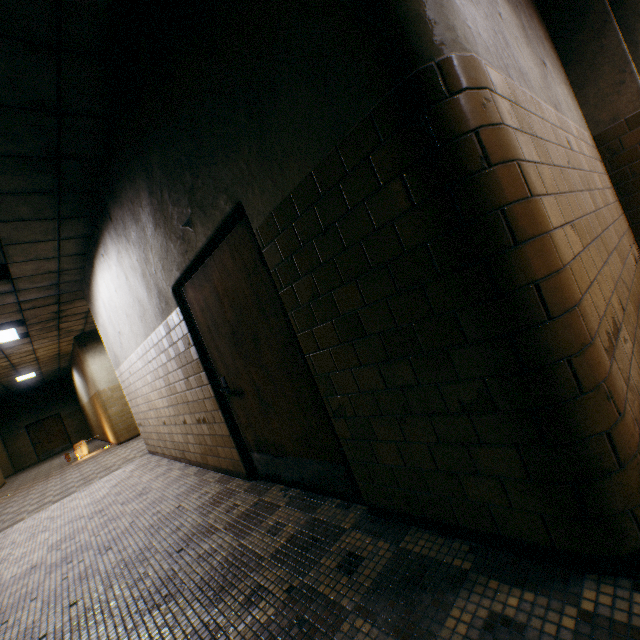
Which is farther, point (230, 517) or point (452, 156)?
point (230, 517)

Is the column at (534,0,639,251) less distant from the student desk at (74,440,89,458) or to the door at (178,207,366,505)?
the door at (178,207,366,505)

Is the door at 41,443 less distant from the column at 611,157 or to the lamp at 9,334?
the lamp at 9,334

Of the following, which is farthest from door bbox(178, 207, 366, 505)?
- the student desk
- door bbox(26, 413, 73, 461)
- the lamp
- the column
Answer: door bbox(26, 413, 73, 461)

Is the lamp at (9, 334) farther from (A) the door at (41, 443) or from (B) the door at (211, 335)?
(A) the door at (41, 443)

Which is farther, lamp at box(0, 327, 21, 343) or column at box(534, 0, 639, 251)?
lamp at box(0, 327, 21, 343)

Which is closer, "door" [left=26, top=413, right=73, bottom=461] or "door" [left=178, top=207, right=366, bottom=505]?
"door" [left=178, top=207, right=366, bottom=505]

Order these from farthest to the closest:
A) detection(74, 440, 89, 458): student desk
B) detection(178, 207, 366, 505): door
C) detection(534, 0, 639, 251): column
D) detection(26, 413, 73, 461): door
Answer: detection(26, 413, 73, 461): door → detection(74, 440, 89, 458): student desk → detection(534, 0, 639, 251): column → detection(178, 207, 366, 505): door
